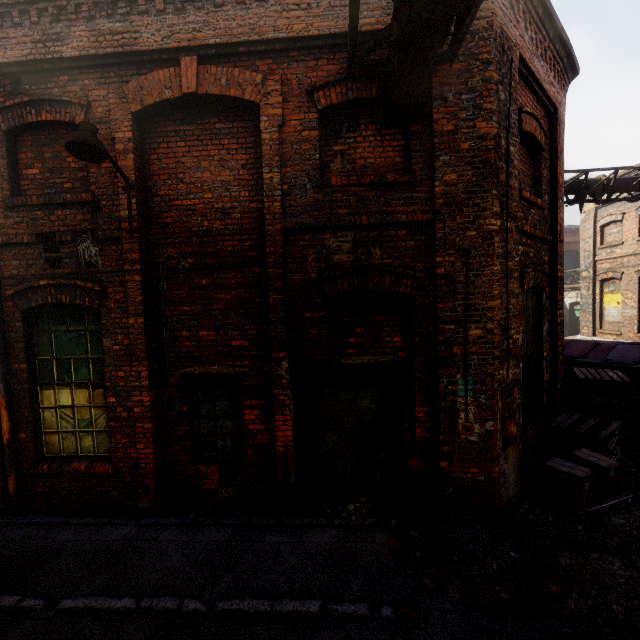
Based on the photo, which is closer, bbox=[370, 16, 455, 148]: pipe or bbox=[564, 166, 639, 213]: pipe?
bbox=[370, 16, 455, 148]: pipe

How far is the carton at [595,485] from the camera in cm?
463

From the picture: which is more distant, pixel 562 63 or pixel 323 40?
pixel 562 63

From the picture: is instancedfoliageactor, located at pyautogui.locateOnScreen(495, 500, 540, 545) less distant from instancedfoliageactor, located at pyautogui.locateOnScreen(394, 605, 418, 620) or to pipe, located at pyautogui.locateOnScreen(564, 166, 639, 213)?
instancedfoliageactor, located at pyautogui.locateOnScreen(394, 605, 418, 620)

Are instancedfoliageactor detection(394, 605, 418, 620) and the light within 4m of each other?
no

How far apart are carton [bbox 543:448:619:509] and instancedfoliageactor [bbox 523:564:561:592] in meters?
1.0 m

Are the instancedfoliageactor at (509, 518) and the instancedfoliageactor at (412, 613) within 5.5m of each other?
yes

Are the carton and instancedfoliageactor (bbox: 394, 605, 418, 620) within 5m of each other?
yes
